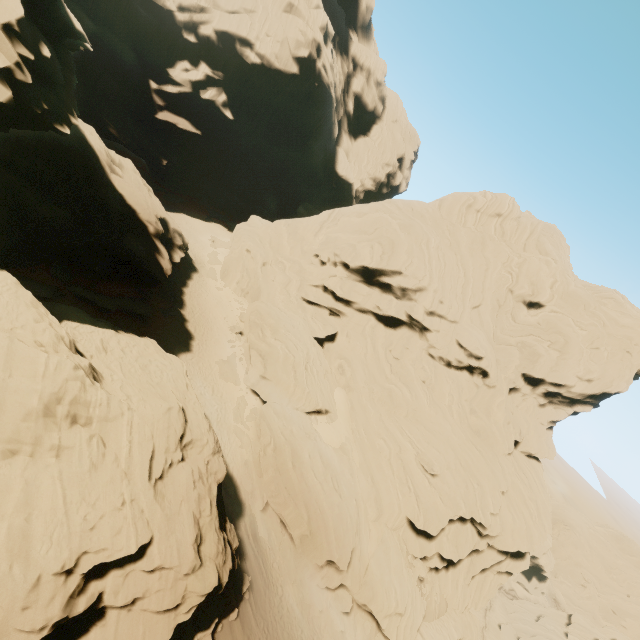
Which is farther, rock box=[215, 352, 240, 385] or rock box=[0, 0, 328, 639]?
rock box=[215, 352, 240, 385]

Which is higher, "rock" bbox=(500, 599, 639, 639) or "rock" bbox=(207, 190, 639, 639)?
"rock" bbox=(207, 190, 639, 639)

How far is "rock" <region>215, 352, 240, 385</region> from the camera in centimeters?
3126cm

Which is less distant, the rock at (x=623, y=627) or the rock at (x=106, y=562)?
the rock at (x=106, y=562)

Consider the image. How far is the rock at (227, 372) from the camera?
31.26m

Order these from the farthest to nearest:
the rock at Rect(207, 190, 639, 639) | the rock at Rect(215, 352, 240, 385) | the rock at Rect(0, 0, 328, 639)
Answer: the rock at Rect(215, 352, 240, 385) < the rock at Rect(207, 190, 639, 639) < the rock at Rect(0, 0, 328, 639)

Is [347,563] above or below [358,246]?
below
